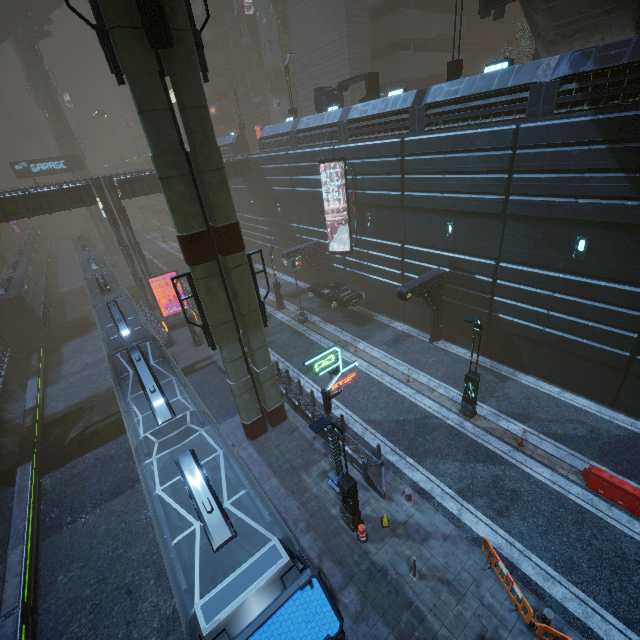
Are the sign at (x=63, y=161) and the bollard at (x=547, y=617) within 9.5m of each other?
no

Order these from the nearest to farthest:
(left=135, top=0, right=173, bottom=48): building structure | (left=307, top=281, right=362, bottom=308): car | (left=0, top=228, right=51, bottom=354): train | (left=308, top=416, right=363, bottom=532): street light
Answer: (left=135, top=0, right=173, bottom=48): building structure < (left=308, top=416, right=363, bottom=532): street light < (left=307, top=281, right=362, bottom=308): car < (left=0, top=228, right=51, bottom=354): train

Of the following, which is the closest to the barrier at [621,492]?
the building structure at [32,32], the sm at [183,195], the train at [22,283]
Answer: the sm at [183,195]

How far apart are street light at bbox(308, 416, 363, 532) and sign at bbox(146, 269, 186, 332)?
20.89m

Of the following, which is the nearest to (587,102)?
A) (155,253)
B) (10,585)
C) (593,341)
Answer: (593,341)

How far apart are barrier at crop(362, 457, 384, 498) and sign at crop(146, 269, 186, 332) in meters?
20.3 m

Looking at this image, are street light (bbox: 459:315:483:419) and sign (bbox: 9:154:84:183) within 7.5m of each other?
no

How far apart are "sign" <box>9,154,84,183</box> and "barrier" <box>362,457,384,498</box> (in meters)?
54.67
